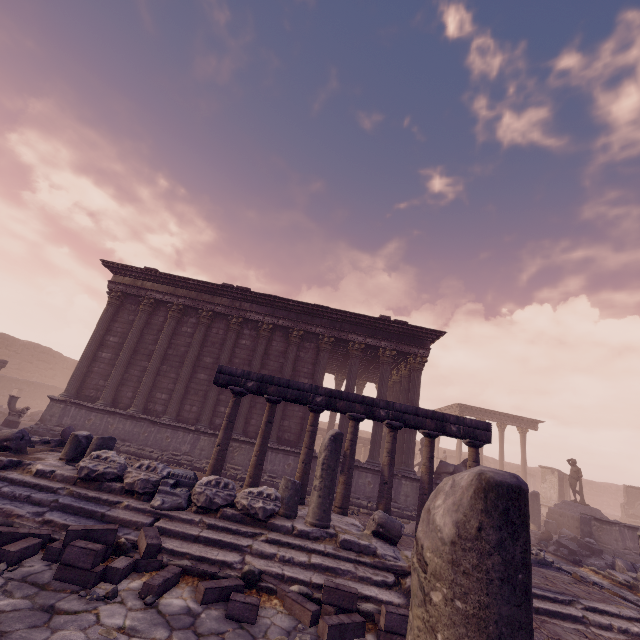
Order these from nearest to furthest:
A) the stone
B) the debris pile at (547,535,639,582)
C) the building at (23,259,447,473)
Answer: the stone, the debris pile at (547,535,639,582), the building at (23,259,447,473)

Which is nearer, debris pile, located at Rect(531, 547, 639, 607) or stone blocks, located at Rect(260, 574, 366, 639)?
stone blocks, located at Rect(260, 574, 366, 639)

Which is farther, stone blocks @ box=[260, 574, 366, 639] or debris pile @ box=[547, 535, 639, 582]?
debris pile @ box=[547, 535, 639, 582]

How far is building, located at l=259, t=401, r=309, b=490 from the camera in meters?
12.3

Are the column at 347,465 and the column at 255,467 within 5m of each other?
yes

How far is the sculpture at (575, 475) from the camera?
16.7m

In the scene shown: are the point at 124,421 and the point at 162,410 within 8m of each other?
yes

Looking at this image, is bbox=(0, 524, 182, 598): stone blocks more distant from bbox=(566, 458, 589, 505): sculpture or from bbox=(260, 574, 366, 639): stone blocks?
bbox=(566, 458, 589, 505): sculpture
